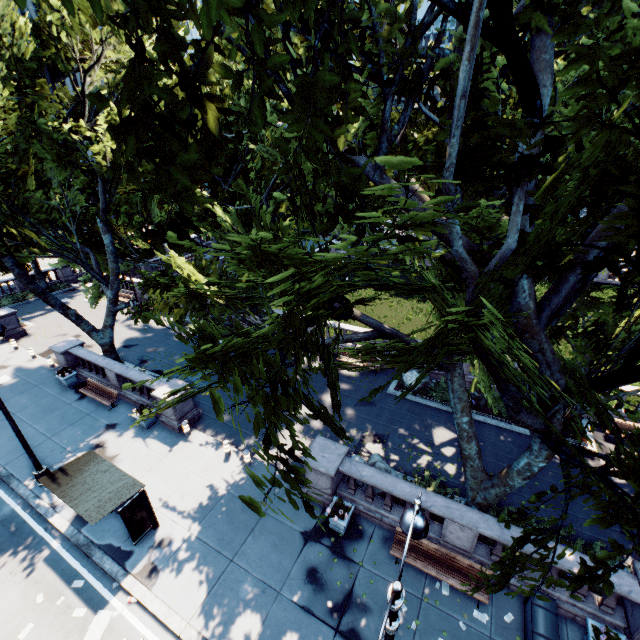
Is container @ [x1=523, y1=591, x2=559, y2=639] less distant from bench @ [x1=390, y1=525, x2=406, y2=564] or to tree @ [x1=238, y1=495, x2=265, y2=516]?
bench @ [x1=390, y1=525, x2=406, y2=564]

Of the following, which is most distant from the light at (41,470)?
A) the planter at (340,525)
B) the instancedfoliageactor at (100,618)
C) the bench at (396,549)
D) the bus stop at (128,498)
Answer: the bench at (396,549)

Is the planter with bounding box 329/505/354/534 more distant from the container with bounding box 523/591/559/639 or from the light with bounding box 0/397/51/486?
the light with bounding box 0/397/51/486

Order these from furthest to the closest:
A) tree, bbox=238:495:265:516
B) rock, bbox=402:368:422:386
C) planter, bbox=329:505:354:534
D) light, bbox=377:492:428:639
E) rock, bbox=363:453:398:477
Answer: rock, bbox=402:368:422:386, rock, bbox=363:453:398:477, planter, bbox=329:505:354:534, light, bbox=377:492:428:639, tree, bbox=238:495:265:516

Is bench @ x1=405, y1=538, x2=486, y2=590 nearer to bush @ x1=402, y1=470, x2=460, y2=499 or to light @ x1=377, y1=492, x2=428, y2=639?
bush @ x1=402, y1=470, x2=460, y2=499

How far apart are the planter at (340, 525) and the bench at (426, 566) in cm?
157

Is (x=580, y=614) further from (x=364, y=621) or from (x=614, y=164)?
(x=614, y=164)

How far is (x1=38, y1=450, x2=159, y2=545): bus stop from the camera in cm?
1036
